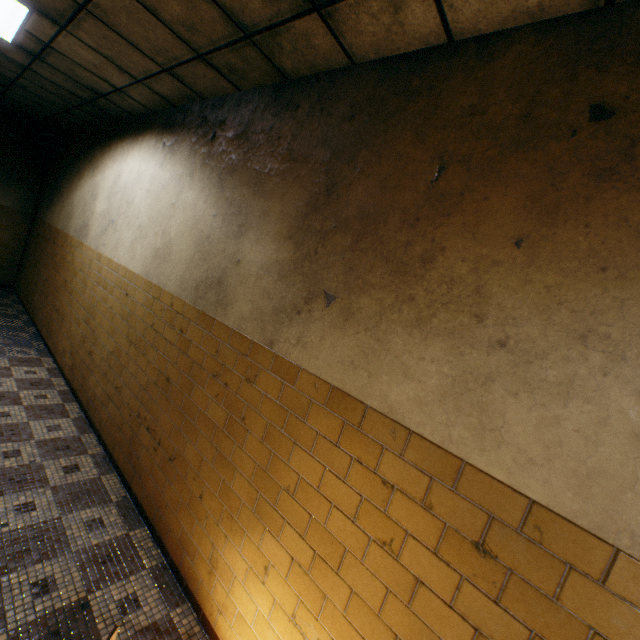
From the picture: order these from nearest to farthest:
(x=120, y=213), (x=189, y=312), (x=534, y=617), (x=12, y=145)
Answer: (x=534, y=617), (x=189, y=312), (x=120, y=213), (x=12, y=145)
